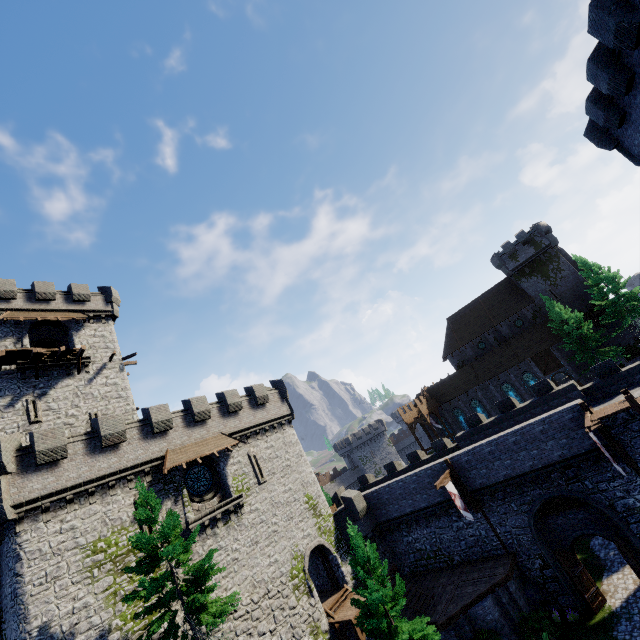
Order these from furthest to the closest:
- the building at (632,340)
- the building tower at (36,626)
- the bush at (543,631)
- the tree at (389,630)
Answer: the building at (632,340), the bush at (543,631), the tree at (389,630), the building tower at (36,626)

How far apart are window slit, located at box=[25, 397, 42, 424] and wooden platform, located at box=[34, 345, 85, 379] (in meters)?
2.82

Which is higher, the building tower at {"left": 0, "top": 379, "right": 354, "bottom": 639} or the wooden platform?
the wooden platform

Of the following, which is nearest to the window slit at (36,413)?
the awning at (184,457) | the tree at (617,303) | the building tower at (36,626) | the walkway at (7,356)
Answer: the walkway at (7,356)

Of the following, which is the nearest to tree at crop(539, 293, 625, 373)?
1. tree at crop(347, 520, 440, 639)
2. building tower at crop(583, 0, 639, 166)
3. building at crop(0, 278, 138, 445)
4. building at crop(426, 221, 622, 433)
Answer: building at crop(426, 221, 622, 433)

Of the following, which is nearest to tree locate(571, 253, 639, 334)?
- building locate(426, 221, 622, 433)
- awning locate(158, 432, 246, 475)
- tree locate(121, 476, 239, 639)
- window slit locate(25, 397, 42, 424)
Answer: building locate(426, 221, 622, 433)

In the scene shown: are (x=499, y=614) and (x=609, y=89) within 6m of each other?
no

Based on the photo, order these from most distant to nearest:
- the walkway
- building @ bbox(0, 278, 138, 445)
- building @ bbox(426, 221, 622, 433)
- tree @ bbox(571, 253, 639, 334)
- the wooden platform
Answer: building @ bbox(426, 221, 622, 433) < tree @ bbox(571, 253, 639, 334) < the wooden platform < building @ bbox(0, 278, 138, 445) < the walkway
